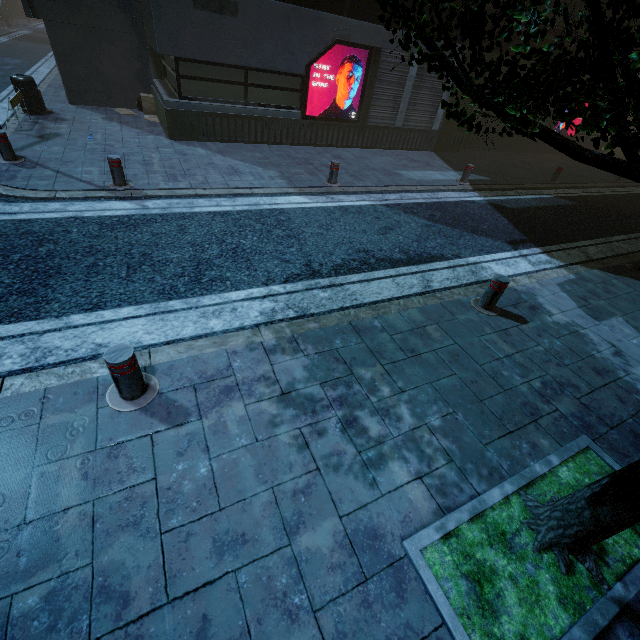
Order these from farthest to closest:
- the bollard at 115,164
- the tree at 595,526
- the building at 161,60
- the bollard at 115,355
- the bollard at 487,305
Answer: the building at 161,60, the bollard at 115,164, the bollard at 487,305, the bollard at 115,355, the tree at 595,526

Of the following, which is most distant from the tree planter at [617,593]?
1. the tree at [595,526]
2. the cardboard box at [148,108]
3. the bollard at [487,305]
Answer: the cardboard box at [148,108]

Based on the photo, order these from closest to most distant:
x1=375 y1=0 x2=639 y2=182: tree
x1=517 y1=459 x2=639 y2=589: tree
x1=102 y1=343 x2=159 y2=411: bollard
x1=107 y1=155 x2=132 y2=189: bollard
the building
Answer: x1=375 y1=0 x2=639 y2=182: tree, x1=517 y1=459 x2=639 y2=589: tree, x1=102 y1=343 x2=159 y2=411: bollard, x1=107 y1=155 x2=132 y2=189: bollard, the building

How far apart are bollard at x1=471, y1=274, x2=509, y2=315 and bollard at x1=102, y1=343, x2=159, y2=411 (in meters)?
4.55

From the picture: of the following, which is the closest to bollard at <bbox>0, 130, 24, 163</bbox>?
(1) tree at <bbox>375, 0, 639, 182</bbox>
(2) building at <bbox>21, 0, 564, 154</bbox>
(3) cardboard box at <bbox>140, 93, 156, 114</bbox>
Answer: (2) building at <bbox>21, 0, 564, 154</bbox>

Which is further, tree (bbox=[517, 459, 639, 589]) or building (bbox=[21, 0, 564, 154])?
building (bbox=[21, 0, 564, 154])

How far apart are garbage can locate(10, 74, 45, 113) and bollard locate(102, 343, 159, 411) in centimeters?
1119cm

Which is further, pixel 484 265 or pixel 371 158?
pixel 371 158
